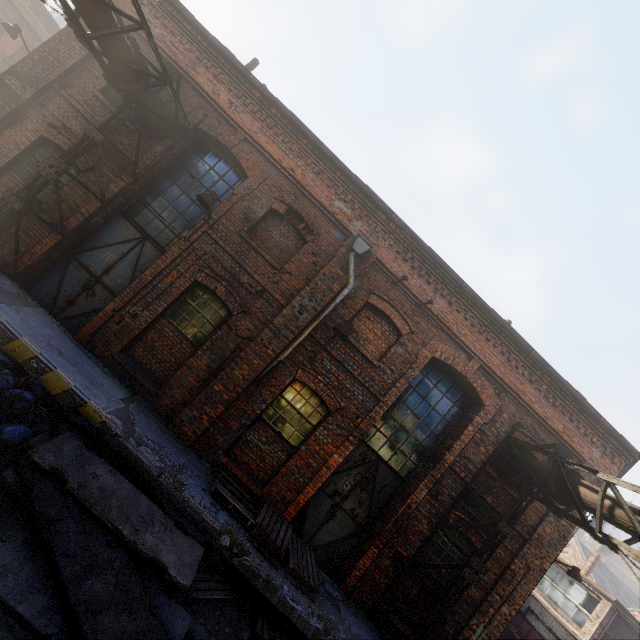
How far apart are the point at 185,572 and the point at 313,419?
3.9m

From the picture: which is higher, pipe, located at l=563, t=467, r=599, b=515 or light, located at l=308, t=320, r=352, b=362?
pipe, located at l=563, t=467, r=599, b=515

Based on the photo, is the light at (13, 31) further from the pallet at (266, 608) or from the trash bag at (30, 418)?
the pallet at (266, 608)

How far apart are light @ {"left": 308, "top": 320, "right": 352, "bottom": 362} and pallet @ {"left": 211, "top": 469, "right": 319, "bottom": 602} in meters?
3.2

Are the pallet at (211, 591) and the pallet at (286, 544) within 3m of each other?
yes

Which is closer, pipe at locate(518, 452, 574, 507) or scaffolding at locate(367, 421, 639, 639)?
scaffolding at locate(367, 421, 639, 639)

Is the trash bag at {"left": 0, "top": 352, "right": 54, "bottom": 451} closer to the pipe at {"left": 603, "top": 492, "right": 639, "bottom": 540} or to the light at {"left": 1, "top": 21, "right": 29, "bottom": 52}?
the pipe at {"left": 603, "top": 492, "right": 639, "bottom": 540}

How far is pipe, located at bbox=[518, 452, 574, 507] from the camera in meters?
6.6 m
